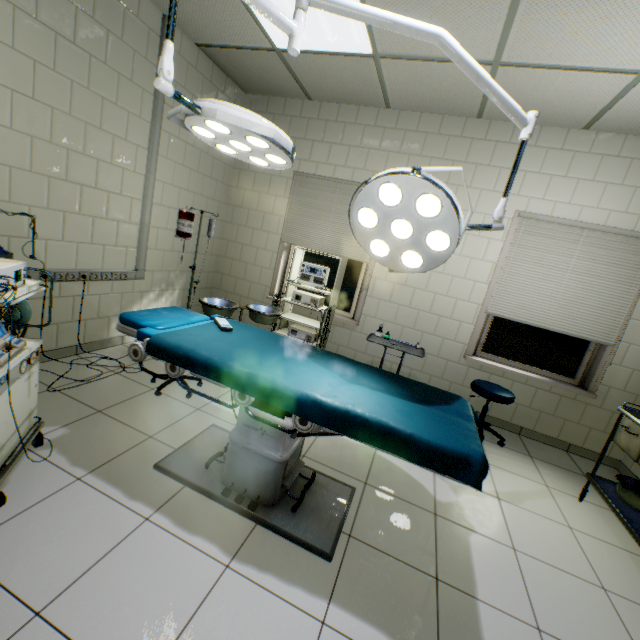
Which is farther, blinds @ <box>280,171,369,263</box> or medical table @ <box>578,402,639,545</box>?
blinds @ <box>280,171,369,263</box>

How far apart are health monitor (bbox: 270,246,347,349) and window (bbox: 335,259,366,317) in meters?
0.4 m

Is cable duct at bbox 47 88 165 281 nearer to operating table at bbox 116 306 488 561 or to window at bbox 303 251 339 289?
operating table at bbox 116 306 488 561

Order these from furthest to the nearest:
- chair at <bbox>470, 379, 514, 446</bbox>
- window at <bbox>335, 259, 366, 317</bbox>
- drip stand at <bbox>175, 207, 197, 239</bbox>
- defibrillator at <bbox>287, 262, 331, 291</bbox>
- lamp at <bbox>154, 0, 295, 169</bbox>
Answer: window at <bbox>335, 259, 366, 317</bbox>
defibrillator at <bbox>287, 262, 331, 291</bbox>
chair at <bbox>470, 379, 514, 446</bbox>
drip stand at <bbox>175, 207, 197, 239</bbox>
lamp at <bbox>154, 0, 295, 169</bbox>

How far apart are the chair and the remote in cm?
229

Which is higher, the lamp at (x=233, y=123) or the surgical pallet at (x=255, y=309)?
the lamp at (x=233, y=123)

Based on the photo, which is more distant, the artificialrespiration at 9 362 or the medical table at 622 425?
the medical table at 622 425

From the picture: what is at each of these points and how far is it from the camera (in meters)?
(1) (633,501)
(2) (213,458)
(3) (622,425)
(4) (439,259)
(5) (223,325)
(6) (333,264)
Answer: (1) tray, 2.35
(2) operating table, 2.07
(3) medical table, 2.47
(4) lamp, 1.79
(5) remote, 2.12
(6) window, 4.38
